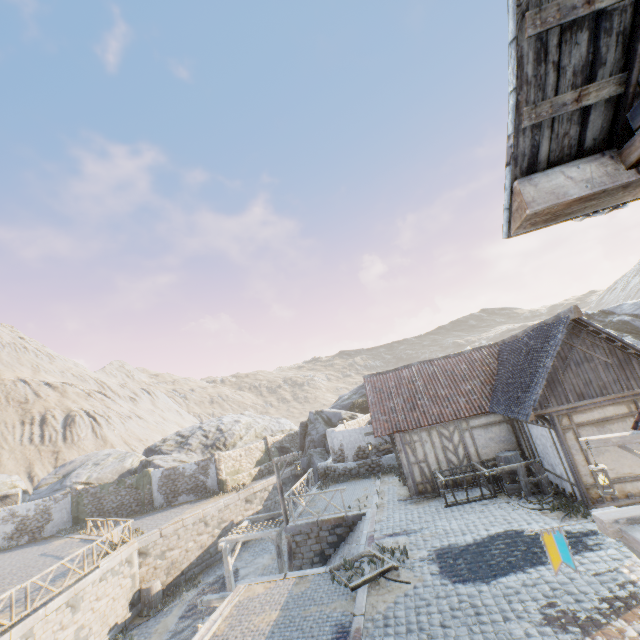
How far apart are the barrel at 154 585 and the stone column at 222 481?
8.0m

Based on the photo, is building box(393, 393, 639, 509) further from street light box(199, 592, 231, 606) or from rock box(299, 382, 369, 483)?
street light box(199, 592, 231, 606)

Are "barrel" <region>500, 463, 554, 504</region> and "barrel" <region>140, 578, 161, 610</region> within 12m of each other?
no

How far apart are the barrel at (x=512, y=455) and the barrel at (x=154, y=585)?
18.9m

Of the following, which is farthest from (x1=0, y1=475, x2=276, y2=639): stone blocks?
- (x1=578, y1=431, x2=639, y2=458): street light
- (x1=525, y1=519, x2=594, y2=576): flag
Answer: (x1=525, y1=519, x2=594, y2=576): flag

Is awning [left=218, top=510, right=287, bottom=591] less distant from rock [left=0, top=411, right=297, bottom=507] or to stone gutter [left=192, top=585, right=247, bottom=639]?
stone gutter [left=192, top=585, right=247, bottom=639]

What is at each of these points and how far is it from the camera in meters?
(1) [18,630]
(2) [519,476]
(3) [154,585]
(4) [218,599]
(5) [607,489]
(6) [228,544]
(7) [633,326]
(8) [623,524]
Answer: (1) stone blocks, 11.5 m
(2) barrel, 12.0 m
(3) barrel, 17.6 m
(4) street light, 10.7 m
(5) street light, 6.8 m
(6) awning, 16.0 m
(7) rock, 23.9 m
(8) awning, 3.7 m

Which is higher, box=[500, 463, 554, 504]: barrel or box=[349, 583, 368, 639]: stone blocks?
box=[500, 463, 554, 504]: barrel
